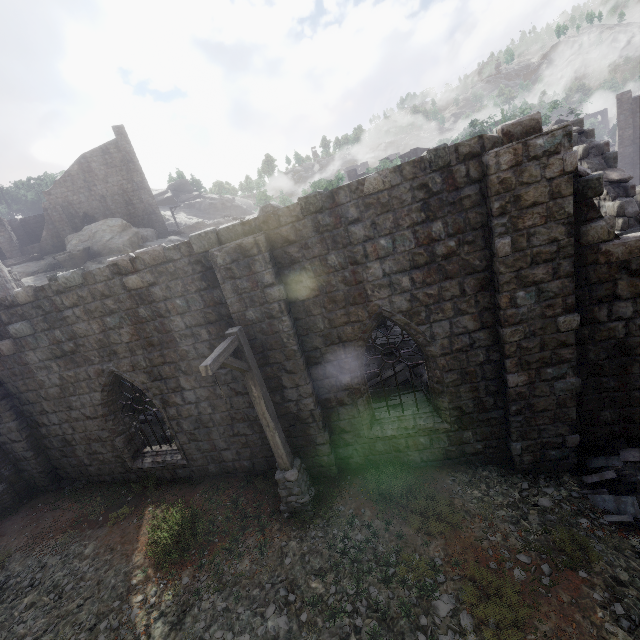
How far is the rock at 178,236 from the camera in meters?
33.7

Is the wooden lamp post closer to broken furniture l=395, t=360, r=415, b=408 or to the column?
broken furniture l=395, t=360, r=415, b=408

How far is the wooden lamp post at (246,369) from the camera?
5.9 meters

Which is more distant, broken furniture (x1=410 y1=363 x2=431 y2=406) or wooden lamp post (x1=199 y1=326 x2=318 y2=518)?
broken furniture (x1=410 y1=363 x2=431 y2=406)

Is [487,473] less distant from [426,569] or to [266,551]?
[426,569]

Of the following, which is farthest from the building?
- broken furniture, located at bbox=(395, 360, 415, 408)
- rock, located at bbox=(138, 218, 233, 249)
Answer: rock, located at bbox=(138, 218, 233, 249)

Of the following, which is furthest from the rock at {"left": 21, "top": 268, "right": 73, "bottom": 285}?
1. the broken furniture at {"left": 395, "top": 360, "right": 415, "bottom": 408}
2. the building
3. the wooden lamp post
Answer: the wooden lamp post

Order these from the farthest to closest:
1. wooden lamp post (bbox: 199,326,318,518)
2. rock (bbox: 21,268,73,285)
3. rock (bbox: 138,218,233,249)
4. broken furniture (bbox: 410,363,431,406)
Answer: rock (bbox: 138,218,233,249)
rock (bbox: 21,268,73,285)
broken furniture (bbox: 410,363,431,406)
wooden lamp post (bbox: 199,326,318,518)
